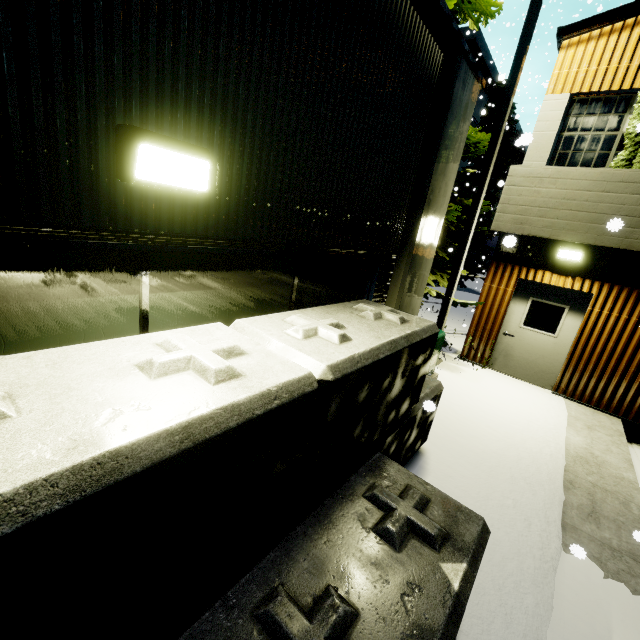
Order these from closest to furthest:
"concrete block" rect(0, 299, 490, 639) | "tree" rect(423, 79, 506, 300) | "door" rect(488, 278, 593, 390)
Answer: "concrete block" rect(0, 299, 490, 639)
"tree" rect(423, 79, 506, 300)
"door" rect(488, 278, 593, 390)

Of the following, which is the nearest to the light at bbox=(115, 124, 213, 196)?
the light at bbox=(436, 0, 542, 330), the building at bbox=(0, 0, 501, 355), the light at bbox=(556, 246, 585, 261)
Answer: the building at bbox=(0, 0, 501, 355)

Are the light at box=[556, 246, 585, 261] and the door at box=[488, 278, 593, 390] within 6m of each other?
yes

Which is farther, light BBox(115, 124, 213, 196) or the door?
the door

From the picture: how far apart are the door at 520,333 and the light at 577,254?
0.60m

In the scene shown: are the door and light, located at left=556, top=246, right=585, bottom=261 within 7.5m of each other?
yes

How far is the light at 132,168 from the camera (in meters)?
1.65

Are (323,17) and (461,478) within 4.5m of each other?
no
